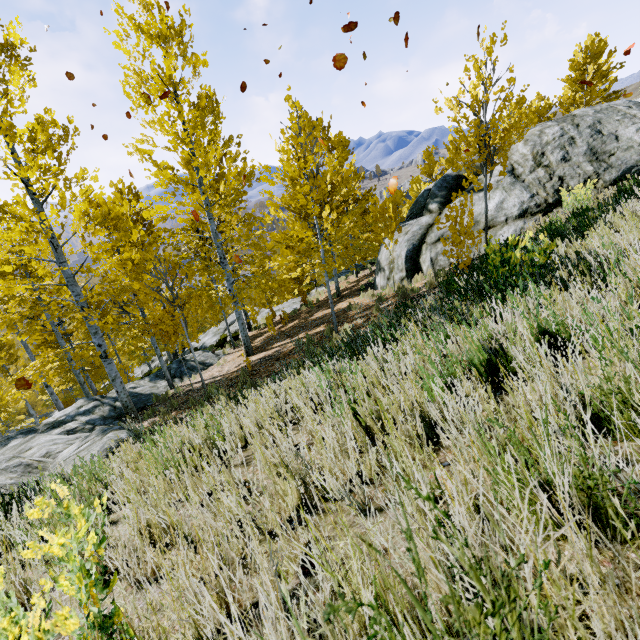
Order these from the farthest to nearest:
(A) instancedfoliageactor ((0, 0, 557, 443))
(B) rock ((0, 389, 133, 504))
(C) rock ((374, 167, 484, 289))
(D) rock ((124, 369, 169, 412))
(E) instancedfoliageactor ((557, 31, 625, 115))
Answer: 1. (E) instancedfoliageactor ((557, 31, 625, 115))
2. (D) rock ((124, 369, 169, 412))
3. (C) rock ((374, 167, 484, 289))
4. (A) instancedfoliageactor ((0, 0, 557, 443))
5. (B) rock ((0, 389, 133, 504))

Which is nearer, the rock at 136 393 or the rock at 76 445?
the rock at 76 445

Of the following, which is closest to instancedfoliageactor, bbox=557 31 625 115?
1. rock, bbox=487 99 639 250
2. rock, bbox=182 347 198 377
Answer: rock, bbox=182 347 198 377

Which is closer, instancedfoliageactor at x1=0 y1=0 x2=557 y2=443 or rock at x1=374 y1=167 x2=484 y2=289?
instancedfoliageactor at x1=0 y1=0 x2=557 y2=443

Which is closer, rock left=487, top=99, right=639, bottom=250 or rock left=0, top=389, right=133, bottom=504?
rock left=0, top=389, right=133, bottom=504

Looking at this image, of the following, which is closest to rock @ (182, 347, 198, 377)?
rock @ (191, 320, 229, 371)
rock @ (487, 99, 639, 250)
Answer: rock @ (191, 320, 229, 371)

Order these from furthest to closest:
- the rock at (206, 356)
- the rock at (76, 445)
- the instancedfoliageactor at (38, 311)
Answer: the rock at (206, 356) < the instancedfoliageactor at (38, 311) < the rock at (76, 445)

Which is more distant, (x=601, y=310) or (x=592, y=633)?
(x=601, y=310)
